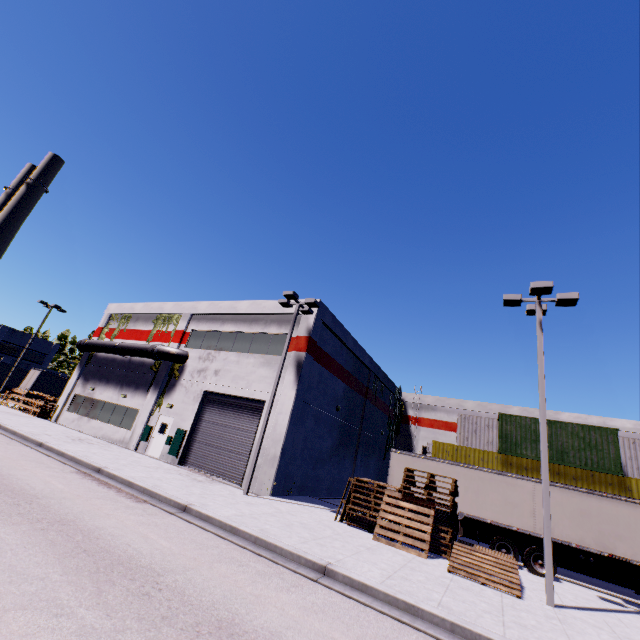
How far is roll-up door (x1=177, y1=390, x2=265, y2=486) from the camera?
17.77m

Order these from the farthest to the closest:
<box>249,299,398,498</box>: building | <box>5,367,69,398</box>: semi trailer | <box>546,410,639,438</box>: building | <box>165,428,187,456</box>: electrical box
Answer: <box>5,367,69,398</box>: semi trailer, <box>546,410,639,438</box>: building, <box>165,428,187,456</box>: electrical box, <box>249,299,398,498</box>: building

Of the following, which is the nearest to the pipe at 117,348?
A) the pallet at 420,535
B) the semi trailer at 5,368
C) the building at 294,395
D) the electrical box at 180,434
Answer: the building at 294,395

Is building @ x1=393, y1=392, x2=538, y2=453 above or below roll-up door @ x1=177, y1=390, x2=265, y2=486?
above

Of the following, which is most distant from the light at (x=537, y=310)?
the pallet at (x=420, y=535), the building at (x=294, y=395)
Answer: the building at (x=294, y=395)

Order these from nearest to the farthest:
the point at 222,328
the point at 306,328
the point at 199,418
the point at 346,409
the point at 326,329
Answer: the point at 306,328
the point at 199,418
the point at 326,329
the point at 222,328
the point at 346,409

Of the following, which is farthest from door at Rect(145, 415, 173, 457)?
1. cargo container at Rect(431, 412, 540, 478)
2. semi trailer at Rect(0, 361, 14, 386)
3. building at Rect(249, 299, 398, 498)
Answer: cargo container at Rect(431, 412, 540, 478)

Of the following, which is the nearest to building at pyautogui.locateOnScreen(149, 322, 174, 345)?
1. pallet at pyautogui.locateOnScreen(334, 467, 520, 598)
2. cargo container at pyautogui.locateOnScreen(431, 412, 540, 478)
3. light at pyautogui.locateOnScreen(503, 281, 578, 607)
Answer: cargo container at pyautogui.locateOnScreen(431, 412, 540, 478)
